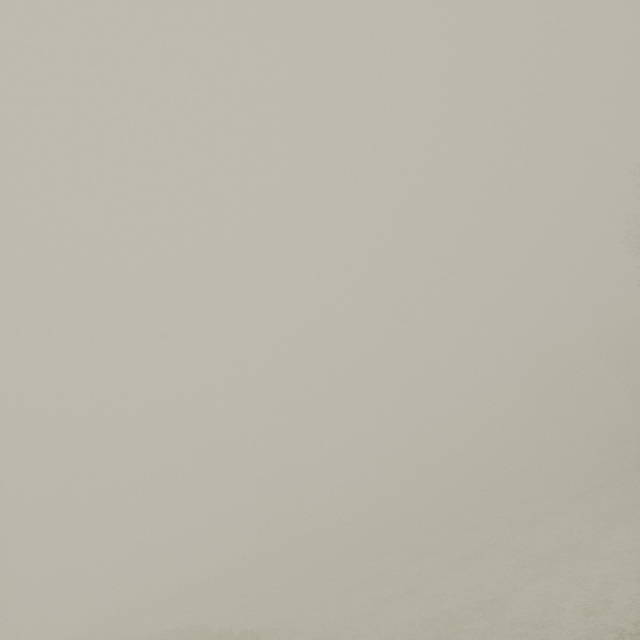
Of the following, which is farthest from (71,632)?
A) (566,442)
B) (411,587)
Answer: (566,442)
